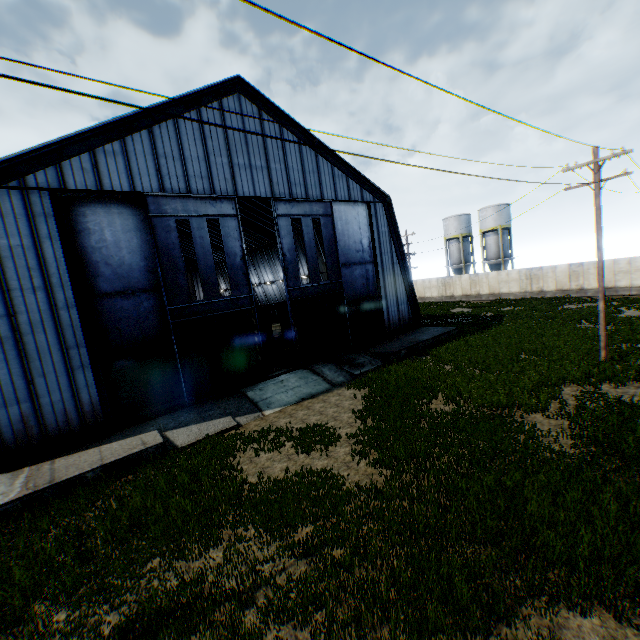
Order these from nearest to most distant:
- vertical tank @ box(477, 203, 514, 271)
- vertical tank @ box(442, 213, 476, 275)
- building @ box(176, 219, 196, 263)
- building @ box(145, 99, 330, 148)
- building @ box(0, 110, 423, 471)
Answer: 1. building @ box(0, 110, 423, 471)
2. building @ box(145, 99, 330, 148)
3. building @ box(176, 219, 196, 263)
4. vertical tank @ box(477, 203, 514, 271)
5. vertical tank @ box(442, 213, 476, 275)

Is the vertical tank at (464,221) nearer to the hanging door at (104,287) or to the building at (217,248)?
the building at (217,248)

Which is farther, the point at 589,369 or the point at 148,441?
the point at 589,369

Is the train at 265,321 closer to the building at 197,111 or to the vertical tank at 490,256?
the building at 197,111

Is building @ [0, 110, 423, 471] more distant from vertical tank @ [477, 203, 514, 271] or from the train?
vertical tank @ [477, 203, 514, 271]

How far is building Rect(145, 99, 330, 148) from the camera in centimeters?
1582cm

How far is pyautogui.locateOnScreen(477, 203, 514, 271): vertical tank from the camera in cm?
4500
